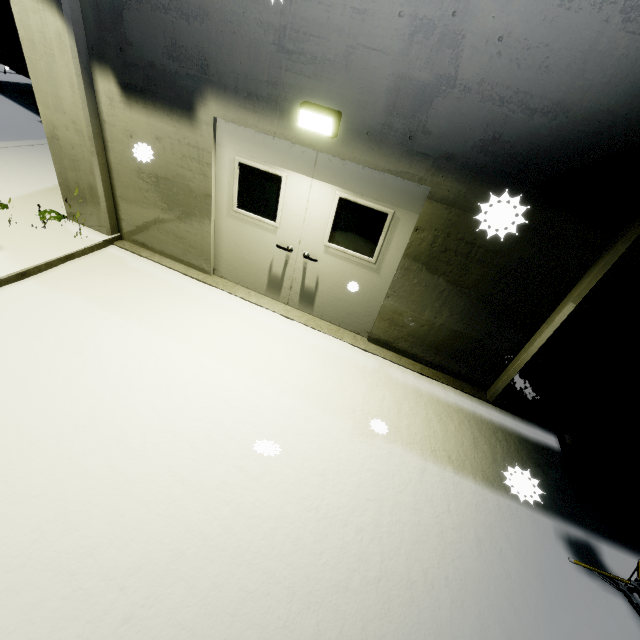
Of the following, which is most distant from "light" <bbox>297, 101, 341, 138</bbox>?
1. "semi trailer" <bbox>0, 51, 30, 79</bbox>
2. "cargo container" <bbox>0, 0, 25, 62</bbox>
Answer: "cargo container" <bbox>0, 0, 25, 62</bbox>

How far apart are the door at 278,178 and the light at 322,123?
0.2m

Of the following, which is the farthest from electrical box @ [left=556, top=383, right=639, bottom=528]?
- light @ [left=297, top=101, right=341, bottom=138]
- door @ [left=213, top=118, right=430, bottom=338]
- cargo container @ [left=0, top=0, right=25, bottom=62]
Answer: cargo container @ [left=0, top=0, right=25, bottom=62]

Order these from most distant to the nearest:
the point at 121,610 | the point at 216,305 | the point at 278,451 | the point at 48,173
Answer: the point at 48,173 → the point at 216,305 → the point at 121,610 → the point at 278,451

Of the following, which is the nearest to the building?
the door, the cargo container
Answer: the door

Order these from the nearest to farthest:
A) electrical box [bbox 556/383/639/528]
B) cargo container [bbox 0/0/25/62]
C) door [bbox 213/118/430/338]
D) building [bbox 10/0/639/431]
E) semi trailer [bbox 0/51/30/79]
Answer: building [bbox 10/0/639/431], electrical box [bbox 556/383/639/528], door [bbox 213/118/430/338], cargo container [bbox 0/0/25/62], semi trailer [bbox 0/51/30/79]

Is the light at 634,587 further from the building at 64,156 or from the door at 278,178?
the building at 64,156

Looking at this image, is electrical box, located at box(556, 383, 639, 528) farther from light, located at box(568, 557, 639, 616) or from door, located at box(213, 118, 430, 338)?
door, located at box(213, 118, 430, 338)
